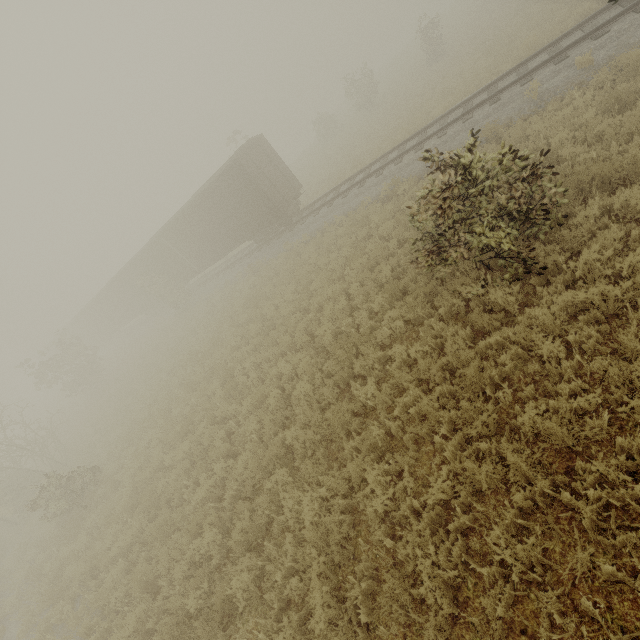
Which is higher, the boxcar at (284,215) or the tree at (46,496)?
the boxcar at (284,215)

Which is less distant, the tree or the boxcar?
the tree

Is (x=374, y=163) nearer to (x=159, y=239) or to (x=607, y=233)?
(x=607, y=233)

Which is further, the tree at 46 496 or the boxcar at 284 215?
the boxcar at 284 215

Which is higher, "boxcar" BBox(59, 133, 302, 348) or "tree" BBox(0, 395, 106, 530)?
"boxcar" BBox(59, 133, 302, 348)

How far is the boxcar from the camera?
17.5m
